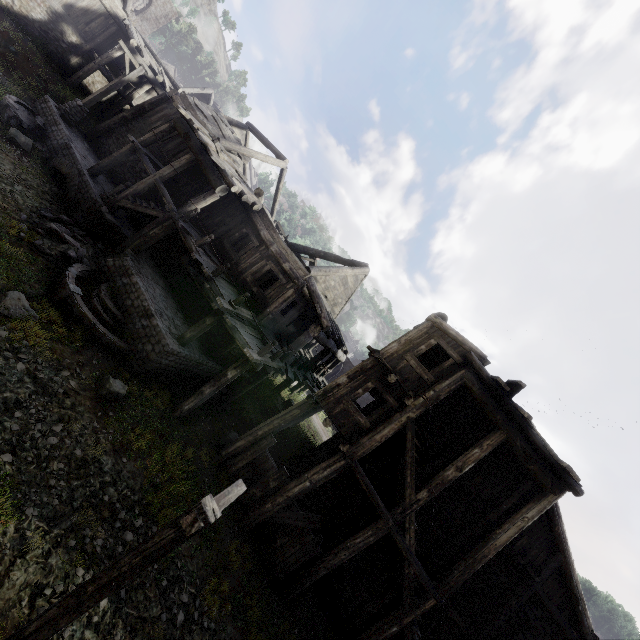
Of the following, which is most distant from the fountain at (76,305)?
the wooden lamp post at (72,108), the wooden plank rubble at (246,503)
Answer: the wooden lamp post at (72,108)

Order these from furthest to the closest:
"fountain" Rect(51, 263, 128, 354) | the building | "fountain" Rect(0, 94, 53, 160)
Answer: "fountain" Rect(0, 94, 53, 160), the building, "fountain" Rect(51, 263, 128, 354)

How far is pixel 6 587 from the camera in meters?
5.4 m

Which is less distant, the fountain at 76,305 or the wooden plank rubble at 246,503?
the fountain at 76,305

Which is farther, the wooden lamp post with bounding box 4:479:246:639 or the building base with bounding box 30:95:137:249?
the building base with bounding box 30:95:137:249

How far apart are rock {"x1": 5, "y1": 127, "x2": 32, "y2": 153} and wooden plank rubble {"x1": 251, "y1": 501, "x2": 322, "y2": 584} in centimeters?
1767cm

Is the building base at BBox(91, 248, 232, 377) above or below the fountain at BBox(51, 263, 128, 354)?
above

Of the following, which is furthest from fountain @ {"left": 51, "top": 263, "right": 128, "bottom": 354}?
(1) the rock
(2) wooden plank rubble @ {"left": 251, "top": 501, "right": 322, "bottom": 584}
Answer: (2) wooden plank rubble @ {"left": 251, "top": 501, "right": 322, "bottom": 584}
